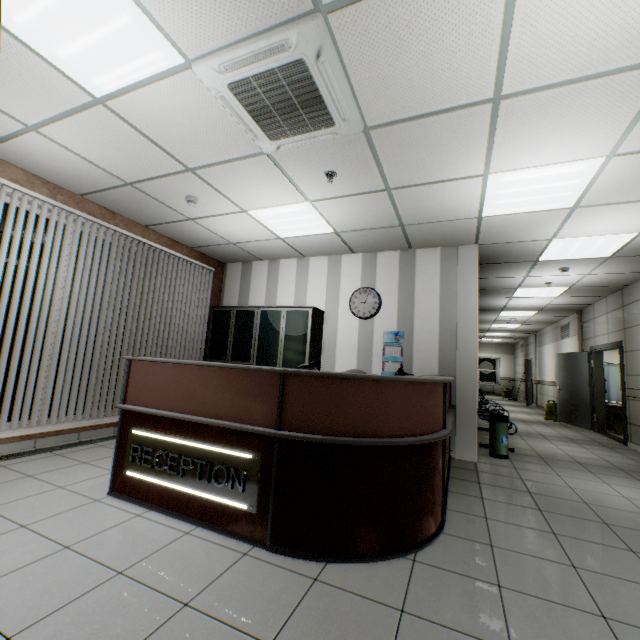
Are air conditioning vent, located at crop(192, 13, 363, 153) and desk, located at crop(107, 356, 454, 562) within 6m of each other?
yes

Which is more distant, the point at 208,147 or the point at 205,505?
the point at 208,147

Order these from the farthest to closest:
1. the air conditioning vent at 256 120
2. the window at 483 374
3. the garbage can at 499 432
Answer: the window at 483 374 < the garbage can at 499 432 < the air conditioning vent at 256 120

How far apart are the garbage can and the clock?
2.46m

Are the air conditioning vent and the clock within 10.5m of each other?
yes

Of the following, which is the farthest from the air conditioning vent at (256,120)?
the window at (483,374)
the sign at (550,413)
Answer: the window at (483,374)

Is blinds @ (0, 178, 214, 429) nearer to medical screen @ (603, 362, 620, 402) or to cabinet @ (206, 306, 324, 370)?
cabinet @ (206, 306, 324, 370)

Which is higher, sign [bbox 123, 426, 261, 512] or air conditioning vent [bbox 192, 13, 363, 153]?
air conditioning vent [bbox 192, 13, 363, 153]
